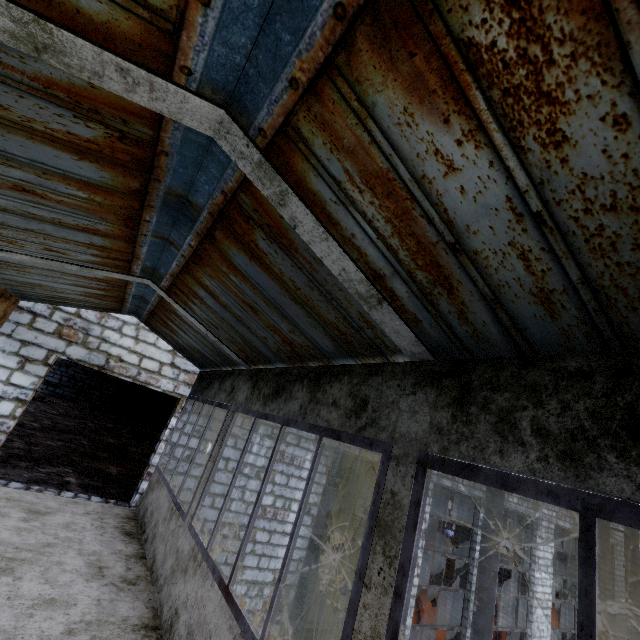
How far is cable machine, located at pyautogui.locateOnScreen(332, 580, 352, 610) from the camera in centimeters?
1311cm

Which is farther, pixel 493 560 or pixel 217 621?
pixel 493 560

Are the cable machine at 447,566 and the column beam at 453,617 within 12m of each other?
no

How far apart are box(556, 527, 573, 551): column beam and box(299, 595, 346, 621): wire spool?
12.51m

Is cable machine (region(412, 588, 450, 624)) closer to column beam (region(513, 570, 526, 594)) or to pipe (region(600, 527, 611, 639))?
column beam (region(513, 570, 526, 594))

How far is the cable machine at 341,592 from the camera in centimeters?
1311cm

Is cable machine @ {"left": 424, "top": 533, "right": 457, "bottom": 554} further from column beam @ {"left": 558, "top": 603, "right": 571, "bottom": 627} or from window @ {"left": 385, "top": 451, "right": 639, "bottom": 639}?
window @ {"left": 385, "top": 451, "right": 639, "bottom": 639}

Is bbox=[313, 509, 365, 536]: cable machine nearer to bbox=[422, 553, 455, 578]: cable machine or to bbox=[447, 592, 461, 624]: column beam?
bbox=[422, 553, 455, 578]: cable machine
